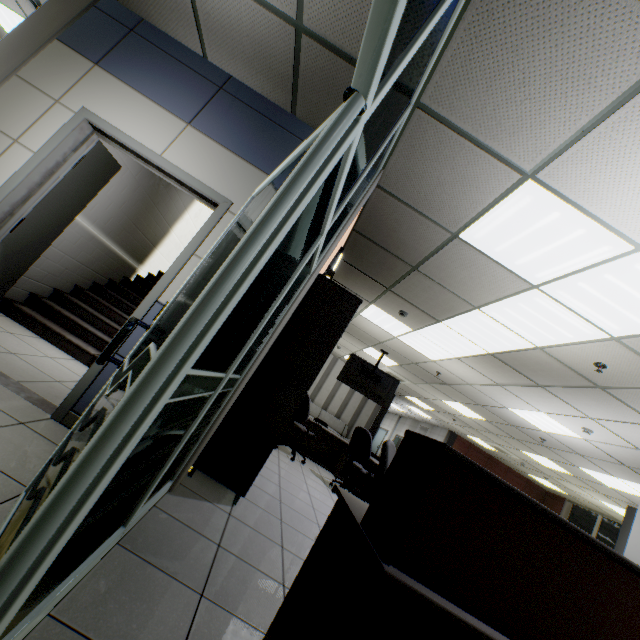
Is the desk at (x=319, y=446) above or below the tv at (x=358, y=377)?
below

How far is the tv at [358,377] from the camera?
8.3 meters

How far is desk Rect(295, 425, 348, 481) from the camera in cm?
707

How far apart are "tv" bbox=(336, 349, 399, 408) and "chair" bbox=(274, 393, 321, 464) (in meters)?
2.09

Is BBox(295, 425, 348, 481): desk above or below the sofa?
below

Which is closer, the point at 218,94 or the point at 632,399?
the point at 218,94

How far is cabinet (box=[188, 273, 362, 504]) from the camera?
2.83m

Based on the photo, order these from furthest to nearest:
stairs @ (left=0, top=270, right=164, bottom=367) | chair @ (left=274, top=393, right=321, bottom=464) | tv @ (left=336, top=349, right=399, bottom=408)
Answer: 1. tv @ (left=336, top=349, right=399, bottom=408)
2. chair @ (left=274, top=393, right=321, bottom=464)
3. stairs @ (left=0, top=270, right=164, bottom=367)
